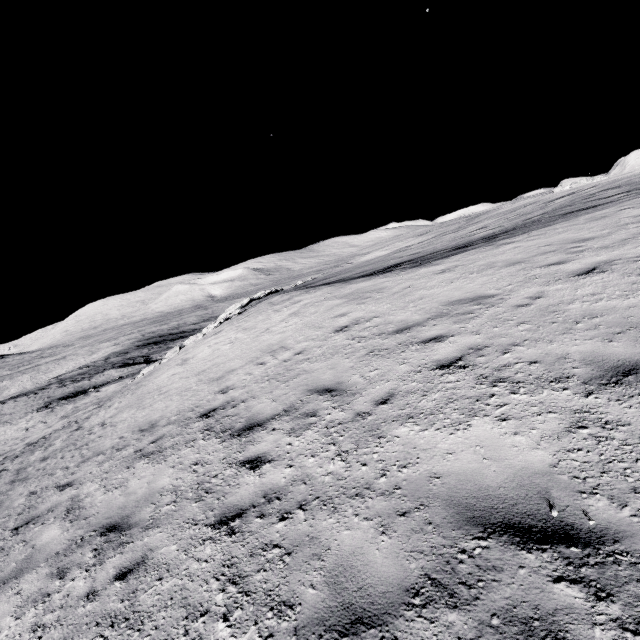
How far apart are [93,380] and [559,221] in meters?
49.1 m
